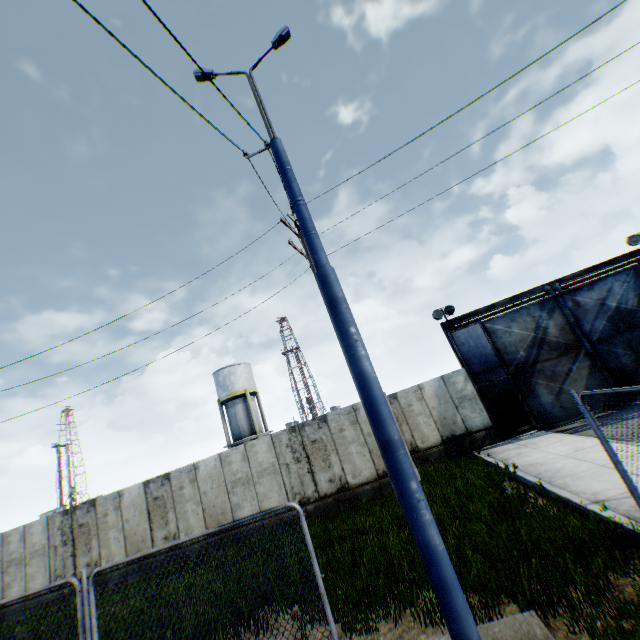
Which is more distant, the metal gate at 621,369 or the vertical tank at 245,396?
the vertical tank at 245,396

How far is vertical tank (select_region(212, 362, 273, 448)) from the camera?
31.8 meters

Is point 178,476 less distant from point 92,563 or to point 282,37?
point 92,563

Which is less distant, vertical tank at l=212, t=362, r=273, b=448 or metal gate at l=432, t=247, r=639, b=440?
metal gate at l=432, t=247, r=639, b=440

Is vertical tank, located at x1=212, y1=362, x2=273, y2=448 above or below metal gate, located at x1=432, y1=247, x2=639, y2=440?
above

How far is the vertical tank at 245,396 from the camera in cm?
3184
